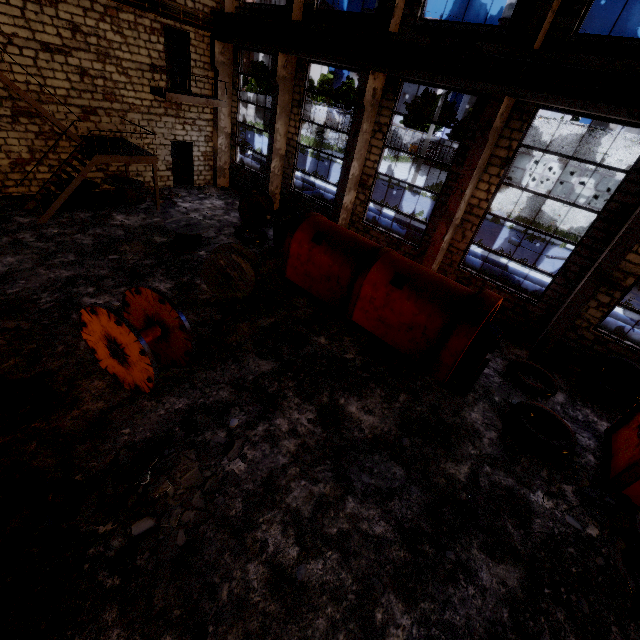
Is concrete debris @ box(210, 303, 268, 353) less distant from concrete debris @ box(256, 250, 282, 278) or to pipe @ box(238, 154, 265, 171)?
concrete debris @ box(256, 250, 282, 278)

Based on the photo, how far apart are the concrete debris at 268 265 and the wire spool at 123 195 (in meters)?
6.13

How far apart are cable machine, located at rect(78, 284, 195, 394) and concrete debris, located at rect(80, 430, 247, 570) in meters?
0.8

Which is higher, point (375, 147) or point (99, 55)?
point (99, 55)

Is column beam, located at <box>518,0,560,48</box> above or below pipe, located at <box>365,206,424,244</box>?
above

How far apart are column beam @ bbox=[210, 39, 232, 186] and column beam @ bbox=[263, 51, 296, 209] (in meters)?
3.82

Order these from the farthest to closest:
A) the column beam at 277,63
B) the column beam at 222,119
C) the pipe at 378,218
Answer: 1. the pipe at 378,218
2. the column beam at 222,119
3. the column beam at 277,63

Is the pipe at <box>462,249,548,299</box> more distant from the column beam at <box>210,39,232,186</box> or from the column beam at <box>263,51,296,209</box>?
the column beam at <box>210,39,232,186</box>
